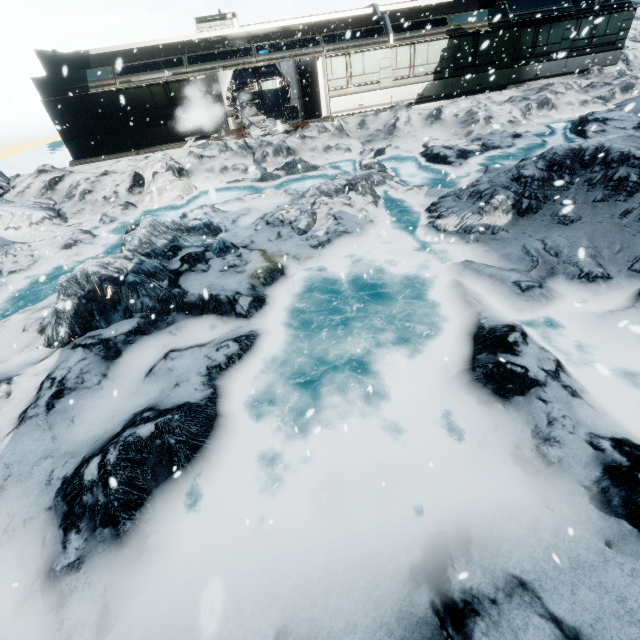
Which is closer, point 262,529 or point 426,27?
point 262,529
